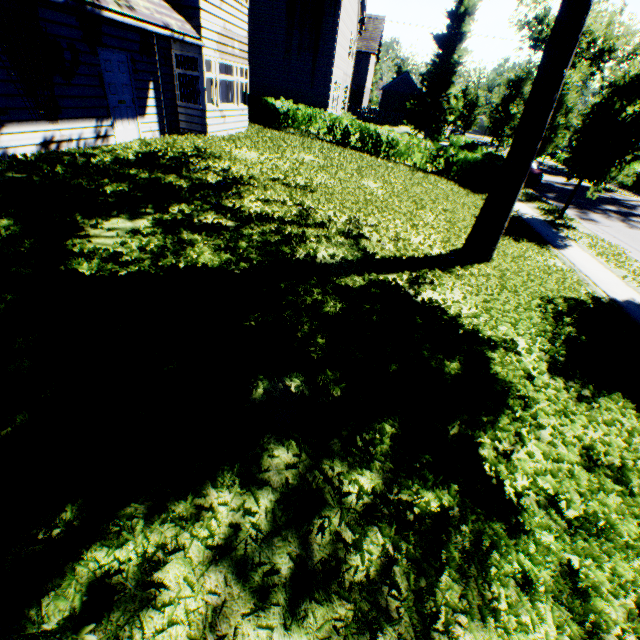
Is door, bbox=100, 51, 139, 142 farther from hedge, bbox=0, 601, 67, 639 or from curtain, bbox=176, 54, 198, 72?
hedge, bbox=0, 601, 67, 639

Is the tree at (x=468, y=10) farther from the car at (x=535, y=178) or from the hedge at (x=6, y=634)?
the hedge at (x=6, y=634)

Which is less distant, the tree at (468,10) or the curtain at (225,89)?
the curtain at (225,89)

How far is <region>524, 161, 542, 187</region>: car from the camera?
22.59m

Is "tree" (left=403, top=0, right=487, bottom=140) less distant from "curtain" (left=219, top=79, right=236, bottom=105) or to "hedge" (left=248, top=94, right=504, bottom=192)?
"hedge" (left=248, top=94, right=504, bottom=192)

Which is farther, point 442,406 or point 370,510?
point 442,406

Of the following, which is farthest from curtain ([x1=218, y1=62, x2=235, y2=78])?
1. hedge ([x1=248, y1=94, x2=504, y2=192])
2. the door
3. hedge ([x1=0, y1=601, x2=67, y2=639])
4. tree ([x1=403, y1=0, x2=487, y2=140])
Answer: hedge ([x1=0, y1=601, x2=67, y2=639])

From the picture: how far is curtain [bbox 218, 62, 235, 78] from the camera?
13.5 meters
